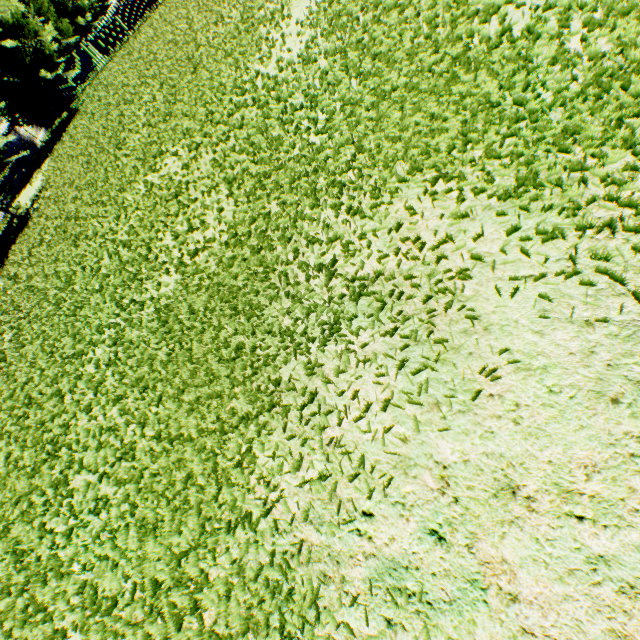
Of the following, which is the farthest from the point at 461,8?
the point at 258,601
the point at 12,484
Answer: the point at 12,484
